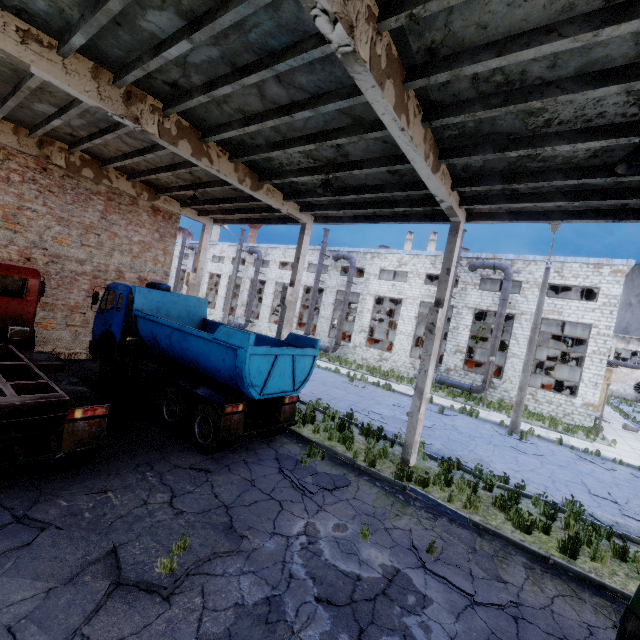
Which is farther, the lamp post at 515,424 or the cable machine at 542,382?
the cable machine at 542,382

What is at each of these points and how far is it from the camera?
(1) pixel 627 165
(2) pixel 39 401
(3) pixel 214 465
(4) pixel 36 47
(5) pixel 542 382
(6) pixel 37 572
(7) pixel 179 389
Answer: (1) ceiling lamp, 5.6m
(2) truck, 5.4m
(3) asphalt debris, 7.6m
(4) column beam, 6.1m
(5) cable machine, 25.2m
(6) asphalt debris, 4.2m
(7) truck, 8.8m

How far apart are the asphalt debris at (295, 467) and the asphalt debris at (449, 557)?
1.7 meters

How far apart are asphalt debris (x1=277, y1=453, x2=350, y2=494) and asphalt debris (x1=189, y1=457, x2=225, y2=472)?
1.4 meters

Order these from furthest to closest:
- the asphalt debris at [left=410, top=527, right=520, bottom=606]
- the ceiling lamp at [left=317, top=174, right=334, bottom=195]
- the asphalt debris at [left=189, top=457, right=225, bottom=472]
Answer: the ceiling lamp at [left=317, top=174, right=334, bottom=195], the asphalt debris at [left=189, top=457, right=225, bottom=472], the asphalt debris at [left=410, top=527, right=520, bottom=606]

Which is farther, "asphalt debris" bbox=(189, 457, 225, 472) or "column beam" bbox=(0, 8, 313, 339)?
"asphalt debris" bbox=(189, 457, 225, 472)

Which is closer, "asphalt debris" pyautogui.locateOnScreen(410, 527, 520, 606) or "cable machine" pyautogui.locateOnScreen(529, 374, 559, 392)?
"asphalt debris" pyautogui.locateOnScreen(410, 527, 520, 606)

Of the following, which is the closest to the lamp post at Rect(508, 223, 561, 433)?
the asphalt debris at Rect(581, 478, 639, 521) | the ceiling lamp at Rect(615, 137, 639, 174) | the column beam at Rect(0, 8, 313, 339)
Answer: the asphalt debris at Rect(581, 478, 639, 521)
